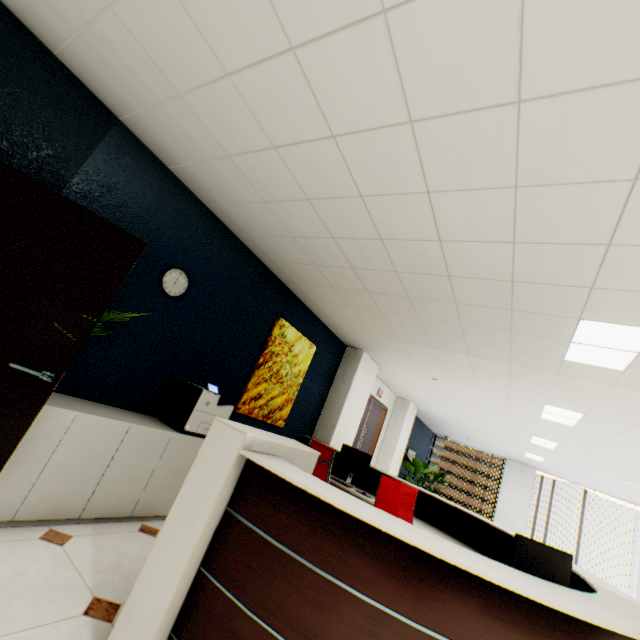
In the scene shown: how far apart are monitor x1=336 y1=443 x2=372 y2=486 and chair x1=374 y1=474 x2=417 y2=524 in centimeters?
169cm

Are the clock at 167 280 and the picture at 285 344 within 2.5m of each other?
yes

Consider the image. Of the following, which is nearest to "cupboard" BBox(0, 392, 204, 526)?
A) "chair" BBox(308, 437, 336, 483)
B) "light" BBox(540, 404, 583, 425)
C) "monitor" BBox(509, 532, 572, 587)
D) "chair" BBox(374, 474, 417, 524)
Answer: "chair" BBox(308, 437, 336, 483)

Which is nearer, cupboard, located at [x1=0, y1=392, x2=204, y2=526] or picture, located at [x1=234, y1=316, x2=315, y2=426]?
cupboard, located at [x1=0, y1=392, x2=204, y2=526]

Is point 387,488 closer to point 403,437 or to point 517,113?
point 517,113

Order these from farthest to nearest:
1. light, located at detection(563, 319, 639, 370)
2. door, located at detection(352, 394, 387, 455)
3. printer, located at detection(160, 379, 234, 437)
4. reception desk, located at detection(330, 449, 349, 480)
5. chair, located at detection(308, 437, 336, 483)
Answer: door, located at detection(352, 394, 387, 455) → reception desk, located at detection(330, 449, 349, 480) → chair, located at detection(308, 437, 336, 483) → printer, located at detection(160, 379, 234, 437) → light, located at detection(563, 319, 639, 370)

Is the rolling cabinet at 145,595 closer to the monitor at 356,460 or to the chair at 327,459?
the chair at 327,459

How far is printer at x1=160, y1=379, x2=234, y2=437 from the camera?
3.2m
